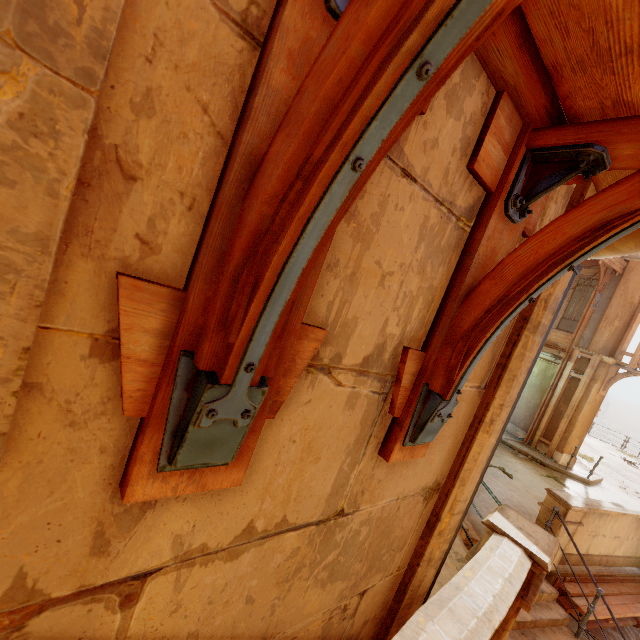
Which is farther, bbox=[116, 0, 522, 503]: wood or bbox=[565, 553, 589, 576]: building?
bbox=[565, 553, 589, 576]: building

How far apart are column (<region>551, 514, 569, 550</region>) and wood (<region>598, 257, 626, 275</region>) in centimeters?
932cm

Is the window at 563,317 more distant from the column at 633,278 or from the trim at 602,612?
the trim at 602,612

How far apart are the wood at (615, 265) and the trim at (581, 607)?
9.6 meters

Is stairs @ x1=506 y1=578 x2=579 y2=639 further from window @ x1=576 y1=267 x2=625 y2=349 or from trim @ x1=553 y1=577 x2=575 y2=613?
window @ x1=576 y1=267 x2=625 y2=349

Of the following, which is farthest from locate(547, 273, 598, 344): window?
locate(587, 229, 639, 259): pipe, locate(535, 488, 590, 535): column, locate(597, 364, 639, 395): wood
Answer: Result: locate(535, 488, 590, 535): column

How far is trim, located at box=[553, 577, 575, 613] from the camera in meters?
6.5

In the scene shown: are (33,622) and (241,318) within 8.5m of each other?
yes
